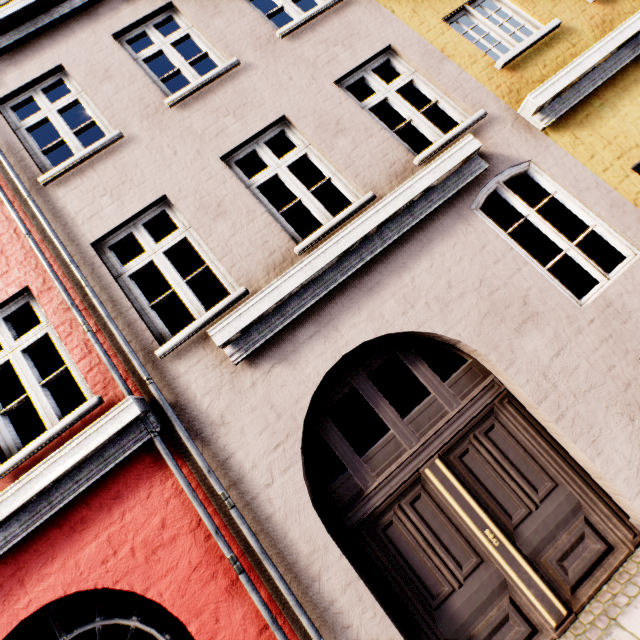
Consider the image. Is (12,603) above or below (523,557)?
above
